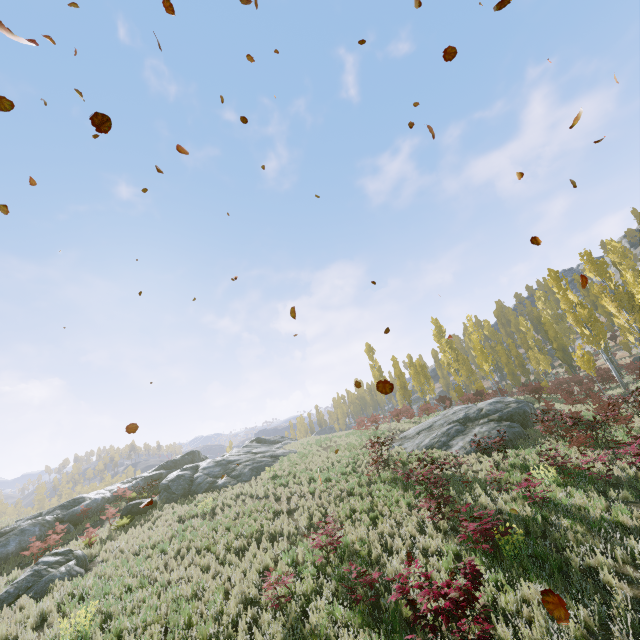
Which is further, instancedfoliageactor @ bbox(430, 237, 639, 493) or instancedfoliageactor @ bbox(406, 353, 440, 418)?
instancedfoliageactor @ bbox(406, 353, 440, 418)

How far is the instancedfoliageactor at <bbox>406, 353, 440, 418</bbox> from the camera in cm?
3078

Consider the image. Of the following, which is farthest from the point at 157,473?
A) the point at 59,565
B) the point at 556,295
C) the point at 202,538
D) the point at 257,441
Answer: the point at 556,295

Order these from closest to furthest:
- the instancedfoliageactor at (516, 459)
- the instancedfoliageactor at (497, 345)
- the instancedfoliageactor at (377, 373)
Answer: the instancedfoliageactor at (516, 459) → the instancedfoliageactor at (497, 345) → the instancedfoliageactor at (377, 373)

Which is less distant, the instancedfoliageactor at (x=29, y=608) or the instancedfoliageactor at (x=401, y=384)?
the instancedfoliageactor at (x=29, y=608)

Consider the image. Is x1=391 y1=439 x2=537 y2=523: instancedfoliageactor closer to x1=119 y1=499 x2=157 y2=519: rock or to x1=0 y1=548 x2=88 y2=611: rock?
x1=0 y1=548 x2=88 y2=611: rock

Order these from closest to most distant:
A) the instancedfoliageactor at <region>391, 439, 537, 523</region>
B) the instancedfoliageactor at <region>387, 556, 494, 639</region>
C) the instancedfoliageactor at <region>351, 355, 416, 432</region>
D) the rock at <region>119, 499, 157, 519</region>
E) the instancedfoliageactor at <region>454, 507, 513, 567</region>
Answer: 1. the instancedfoliageactor at <region>387, 556, 494, 639</region>
2. the instancedfoliageactor at <region>454, 507, 513, 567</region>
3. the instancedfoliageactor at <region>391, 439, 537, 523</region>
4. the rock at <region>119, 499, 157, 519</region>
5. the instancedfoliageactor at <region>351, 355, 416, 432</region>
